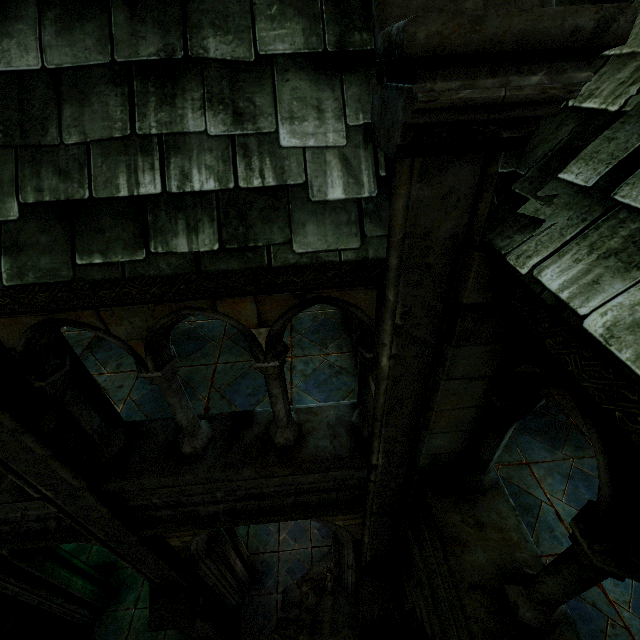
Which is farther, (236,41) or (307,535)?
(307,535)

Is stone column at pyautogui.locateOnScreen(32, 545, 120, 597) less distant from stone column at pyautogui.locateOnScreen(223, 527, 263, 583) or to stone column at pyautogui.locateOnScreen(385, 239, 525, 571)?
stone column at pyautogui.locateOnScreen(223, 527, 263, 583)

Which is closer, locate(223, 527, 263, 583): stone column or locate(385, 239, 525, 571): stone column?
locate(385, 239, 525, 571): stone column

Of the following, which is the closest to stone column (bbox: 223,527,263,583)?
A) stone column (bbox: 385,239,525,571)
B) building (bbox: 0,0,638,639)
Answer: building (bbox: 0,0,638,639)

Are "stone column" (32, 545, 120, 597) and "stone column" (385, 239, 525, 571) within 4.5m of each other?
no

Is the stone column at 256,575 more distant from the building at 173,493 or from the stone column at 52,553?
the stone column at 52,553

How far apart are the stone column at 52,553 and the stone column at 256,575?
1.97m

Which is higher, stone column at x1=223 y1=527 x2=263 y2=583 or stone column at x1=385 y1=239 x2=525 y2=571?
stone column at x1=385 y1=239 x2=525 y2=571
